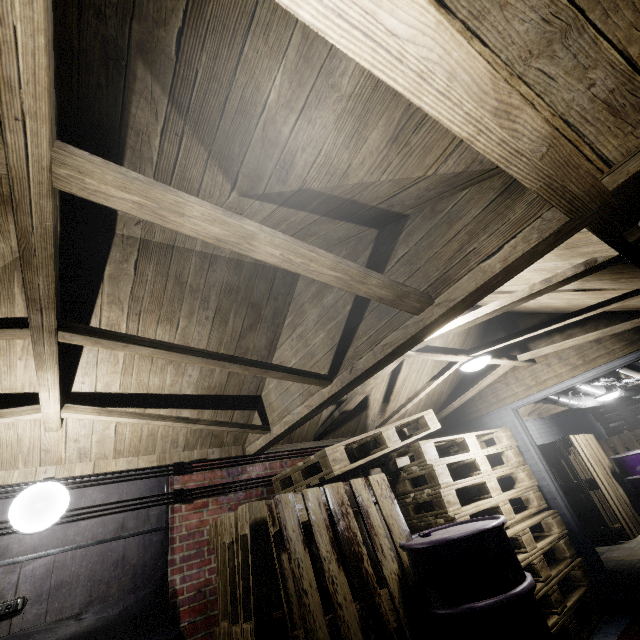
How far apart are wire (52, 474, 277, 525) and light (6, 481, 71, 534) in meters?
0.0 m

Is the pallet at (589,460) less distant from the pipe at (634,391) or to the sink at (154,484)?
the pipe at (634,391)

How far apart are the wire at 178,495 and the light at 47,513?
0.0 meters

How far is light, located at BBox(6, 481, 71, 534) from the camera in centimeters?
212cm

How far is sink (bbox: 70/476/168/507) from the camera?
2.4 meters

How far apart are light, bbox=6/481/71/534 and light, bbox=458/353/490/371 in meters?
3.5 m

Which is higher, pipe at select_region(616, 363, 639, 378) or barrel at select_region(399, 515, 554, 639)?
pipe at select_region(616, 363, 639, 378)

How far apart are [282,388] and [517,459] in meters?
2.8 m
